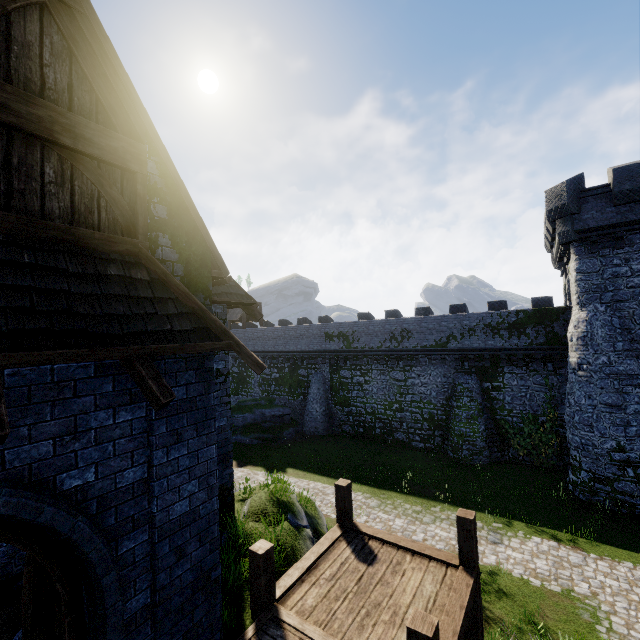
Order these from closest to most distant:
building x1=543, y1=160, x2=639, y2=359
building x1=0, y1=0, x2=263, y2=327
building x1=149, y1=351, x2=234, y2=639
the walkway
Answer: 1. building x1=0, y1=0, x2=263, y2=327
2. building x1=149, y1=351, x2=234, y2=639
3. the walkway
4. building x1=543, y1=160, x2=639, y2=359

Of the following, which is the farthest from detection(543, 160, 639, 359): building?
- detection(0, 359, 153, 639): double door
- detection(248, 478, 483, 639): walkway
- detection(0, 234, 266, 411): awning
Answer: detection(0, 359, 153, 639): double door

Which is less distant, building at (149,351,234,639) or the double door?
the double door

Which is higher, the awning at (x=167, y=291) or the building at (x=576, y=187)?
the building at (x=576, y=187)

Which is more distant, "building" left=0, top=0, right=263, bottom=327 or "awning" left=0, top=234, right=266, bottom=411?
"building" left=0, top=0, right=263, bottom=327

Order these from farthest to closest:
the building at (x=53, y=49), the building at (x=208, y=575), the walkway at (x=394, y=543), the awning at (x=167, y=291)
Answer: the walkway at (x=394, y=543), the building at (x=208, y=575), the building at (x=53, y=49), the awning at (x=167, y=291)

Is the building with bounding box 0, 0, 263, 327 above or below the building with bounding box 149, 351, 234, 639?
above

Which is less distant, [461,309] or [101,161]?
[101,161]
